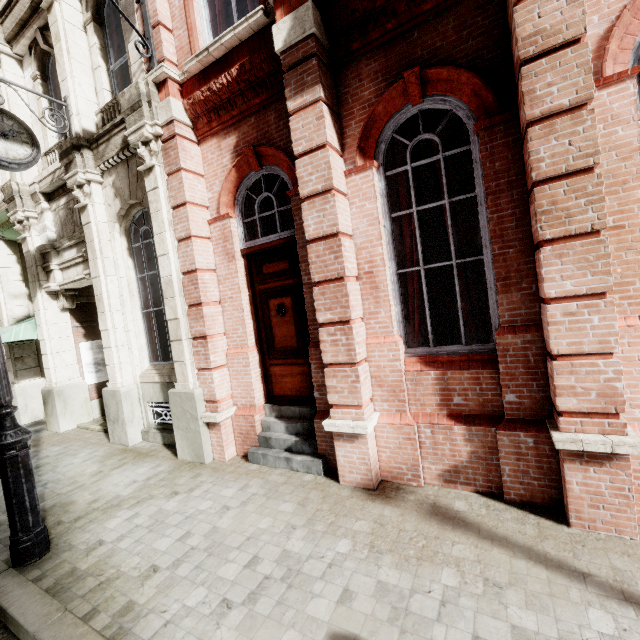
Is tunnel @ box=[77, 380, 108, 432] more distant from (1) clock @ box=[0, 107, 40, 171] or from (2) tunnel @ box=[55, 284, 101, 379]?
(1) clock @ box=[0, 107, 40, 171]

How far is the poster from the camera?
8.65m

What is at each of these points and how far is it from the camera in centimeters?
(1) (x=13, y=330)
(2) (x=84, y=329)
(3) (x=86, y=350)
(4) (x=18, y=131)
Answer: (1) awning, 782cm
(2) tunnel, 874cm
(3) poster, 872cm
(4) clock, 564cm

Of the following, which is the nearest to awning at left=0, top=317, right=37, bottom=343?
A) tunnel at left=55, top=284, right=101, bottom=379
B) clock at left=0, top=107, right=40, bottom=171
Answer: tunnel at left=55, top=284, right=101, bottom=379

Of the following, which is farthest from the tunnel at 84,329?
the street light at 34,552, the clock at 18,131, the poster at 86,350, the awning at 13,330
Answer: the street light at 34,552

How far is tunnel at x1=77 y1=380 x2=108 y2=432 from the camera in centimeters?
789cm

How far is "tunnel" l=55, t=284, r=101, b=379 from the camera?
8.18m

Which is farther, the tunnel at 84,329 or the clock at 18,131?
the tunnel at 84,329
